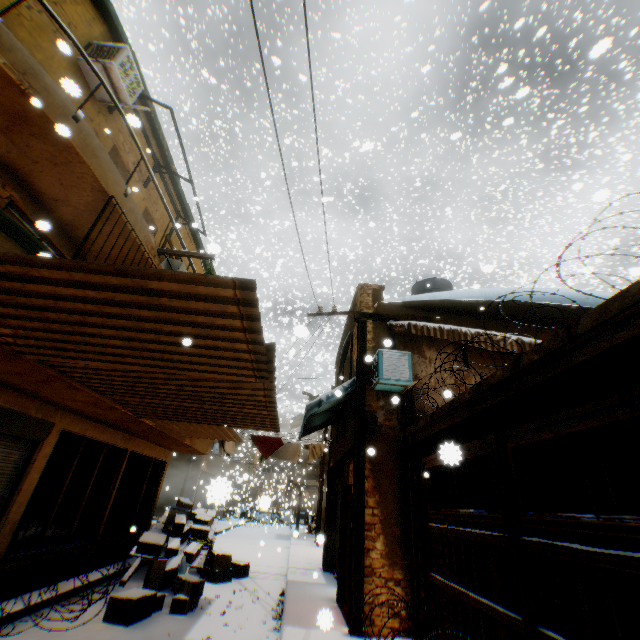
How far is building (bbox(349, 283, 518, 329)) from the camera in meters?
8.9 m

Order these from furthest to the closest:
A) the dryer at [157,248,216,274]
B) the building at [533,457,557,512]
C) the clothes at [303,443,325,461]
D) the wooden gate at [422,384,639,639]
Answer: the clothes at [303,443,325,461] → the dryer at [157,248,216,274] → the building at [533,457,557,512] → the wooden gate at [422,384,639,639]

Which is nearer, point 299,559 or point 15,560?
point 15,560

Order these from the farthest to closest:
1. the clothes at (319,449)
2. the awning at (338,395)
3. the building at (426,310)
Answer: the clothes at (319,449) < the building at (426,310) < the awning at (338,395)

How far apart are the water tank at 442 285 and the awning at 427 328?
2.20m

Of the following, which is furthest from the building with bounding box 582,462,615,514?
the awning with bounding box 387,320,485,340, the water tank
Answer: the water tank

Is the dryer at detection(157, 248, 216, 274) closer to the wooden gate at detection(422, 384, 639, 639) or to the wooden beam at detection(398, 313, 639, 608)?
the wooden beam at detection(398, 313, 639, 608)

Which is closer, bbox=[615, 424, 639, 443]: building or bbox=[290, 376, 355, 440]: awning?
bbox=[615, 424, 639, 443]: building
